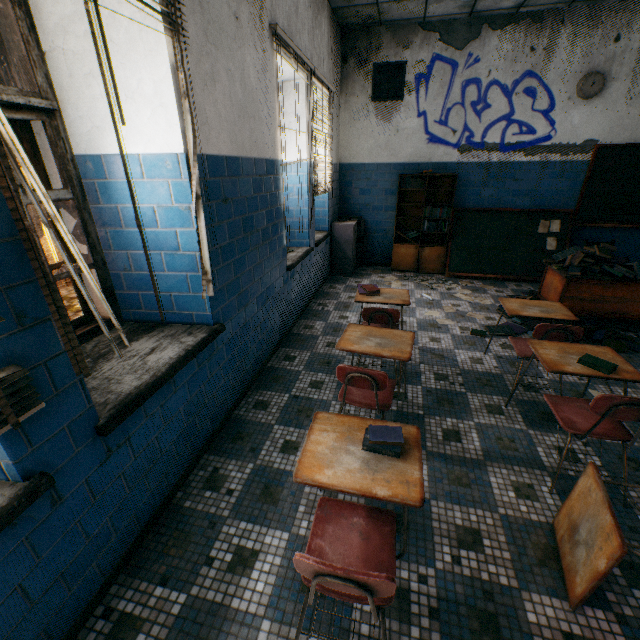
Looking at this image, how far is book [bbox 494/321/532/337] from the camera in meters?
4.0

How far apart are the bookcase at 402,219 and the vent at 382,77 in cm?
124

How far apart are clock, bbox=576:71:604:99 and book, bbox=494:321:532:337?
3.4m

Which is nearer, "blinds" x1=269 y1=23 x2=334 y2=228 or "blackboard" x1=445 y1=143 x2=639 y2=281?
"blinds" x1=269 y1=23 x2=334 y2=228

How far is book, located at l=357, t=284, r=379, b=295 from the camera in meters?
3.3

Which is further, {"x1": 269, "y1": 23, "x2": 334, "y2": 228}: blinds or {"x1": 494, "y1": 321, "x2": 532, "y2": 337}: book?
{"x1": 494, "y1": 321, "x2": 532, "y2": 337}: book

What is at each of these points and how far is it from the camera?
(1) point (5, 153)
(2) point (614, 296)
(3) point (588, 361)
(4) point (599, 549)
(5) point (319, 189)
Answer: (1) blinds, 1.0 meters
(2) desk, 3.9 meters
(3) book, 2.1 meters
(4) student desk, 1.4 meters
(5) blinds, 4.7 meters

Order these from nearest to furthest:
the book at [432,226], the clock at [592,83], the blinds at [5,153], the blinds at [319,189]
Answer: the blinds at [5,153], the blinds at [319,189], the clock at [592,83], the book at [432,226]
